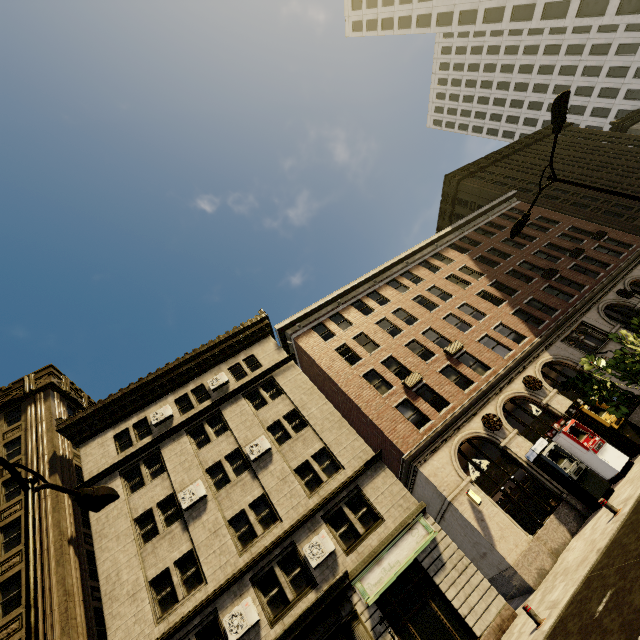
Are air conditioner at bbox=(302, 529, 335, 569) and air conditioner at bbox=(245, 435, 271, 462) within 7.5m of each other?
yes

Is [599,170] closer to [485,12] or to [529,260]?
[529,260]

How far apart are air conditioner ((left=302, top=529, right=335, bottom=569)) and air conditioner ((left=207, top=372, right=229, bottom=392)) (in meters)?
11.03

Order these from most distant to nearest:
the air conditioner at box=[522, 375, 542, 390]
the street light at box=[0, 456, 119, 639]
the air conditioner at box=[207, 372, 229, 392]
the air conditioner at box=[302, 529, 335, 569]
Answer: the air conditioner at box=[207, 372, 229, 392] → the air conditioner at box=[522, 375, 542, 390] → the air conditioner at box=[302, 529, 335, 569] → the street light at box=[0, 456, 119, 639]

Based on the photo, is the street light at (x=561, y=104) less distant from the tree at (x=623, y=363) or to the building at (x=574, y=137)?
the tree at (x=623, y=363)

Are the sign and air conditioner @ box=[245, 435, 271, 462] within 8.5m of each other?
yes

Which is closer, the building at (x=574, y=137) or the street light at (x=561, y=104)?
the street light at (x=561, y=104)

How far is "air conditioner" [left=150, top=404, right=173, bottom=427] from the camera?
20.34m
